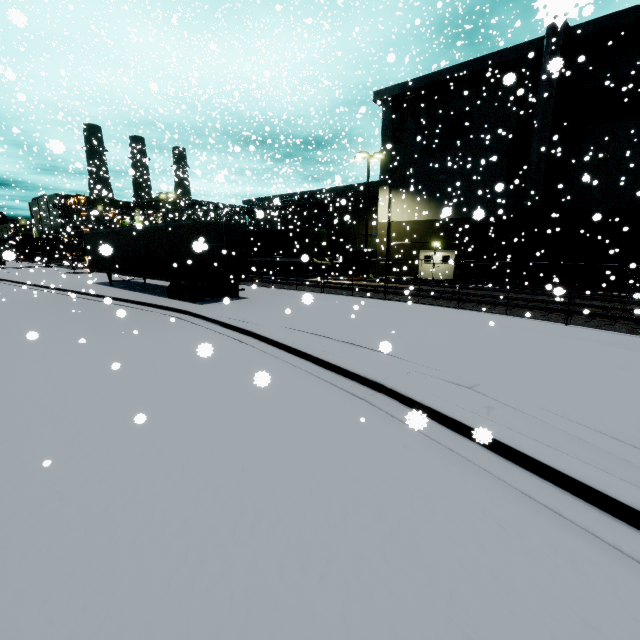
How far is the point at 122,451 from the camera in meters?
4.3

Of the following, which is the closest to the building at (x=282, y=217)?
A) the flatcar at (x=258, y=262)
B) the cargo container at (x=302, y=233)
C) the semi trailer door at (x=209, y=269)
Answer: the cargo container at (x=302, y=233)

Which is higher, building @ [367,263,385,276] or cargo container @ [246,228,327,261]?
cargo container @ [246,228,327,261]

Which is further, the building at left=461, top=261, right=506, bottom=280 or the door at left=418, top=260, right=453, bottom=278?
the door at left=418, top=260, right=453, bottom=278

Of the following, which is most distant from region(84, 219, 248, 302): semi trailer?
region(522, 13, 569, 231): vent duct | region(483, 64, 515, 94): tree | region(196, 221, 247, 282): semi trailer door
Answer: region(522, 13, 569, 231): vent duct

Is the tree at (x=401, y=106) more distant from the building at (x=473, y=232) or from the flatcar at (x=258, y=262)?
the flatcar at (x=258, y=262)

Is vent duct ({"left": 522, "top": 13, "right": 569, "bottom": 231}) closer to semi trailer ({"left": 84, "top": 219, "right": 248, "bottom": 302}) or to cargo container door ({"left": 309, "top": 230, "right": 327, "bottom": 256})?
cargo container door ({"left": 309, "top": 230, "right": 327, "bottom": 256})

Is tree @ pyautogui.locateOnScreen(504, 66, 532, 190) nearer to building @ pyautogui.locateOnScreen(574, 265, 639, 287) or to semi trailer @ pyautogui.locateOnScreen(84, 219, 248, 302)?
building @ pyautogui.locateOnScreen(574, 265, 639, 287)
